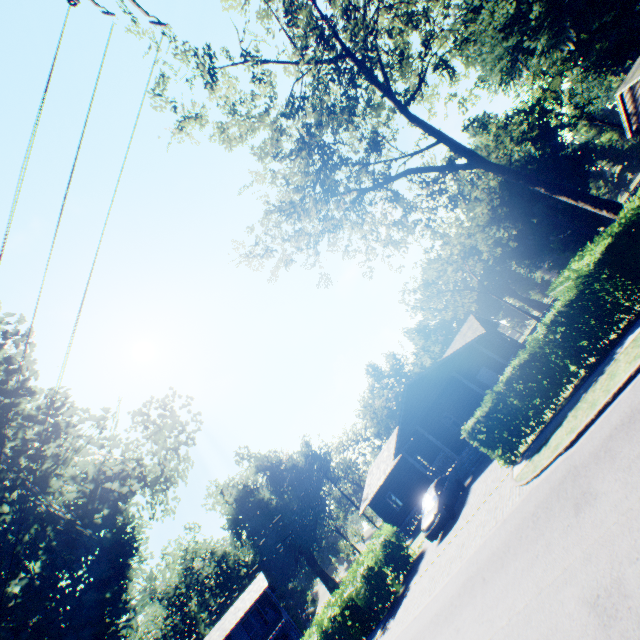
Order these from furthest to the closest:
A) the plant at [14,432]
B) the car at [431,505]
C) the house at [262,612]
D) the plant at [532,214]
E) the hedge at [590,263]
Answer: the plant at [532,214], the house at [262,612], the car at [431,505], the hedge at [590,263], the plant at [14,432]

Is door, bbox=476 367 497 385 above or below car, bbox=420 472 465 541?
above

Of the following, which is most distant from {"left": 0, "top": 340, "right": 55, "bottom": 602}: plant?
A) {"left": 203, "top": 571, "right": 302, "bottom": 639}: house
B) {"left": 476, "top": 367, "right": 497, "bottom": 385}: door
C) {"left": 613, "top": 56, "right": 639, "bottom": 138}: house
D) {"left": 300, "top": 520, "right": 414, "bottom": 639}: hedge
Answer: {"left": 203, "top": 571, "right": 302, "bottom": 639}: house

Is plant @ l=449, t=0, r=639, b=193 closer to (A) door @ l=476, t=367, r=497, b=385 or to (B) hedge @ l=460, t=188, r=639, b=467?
(B) hedge @ l=460, t=188, r=639, b=467

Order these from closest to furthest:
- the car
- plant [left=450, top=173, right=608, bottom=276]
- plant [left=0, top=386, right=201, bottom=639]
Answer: plant [left=0, top=386, right=201, bottom=639] → the car → plant [left=450, top=173, right=608, bottom=276]

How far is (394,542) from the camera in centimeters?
2053cm

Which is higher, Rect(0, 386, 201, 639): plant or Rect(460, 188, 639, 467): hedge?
Rect(0, 386, 201, 639): plant

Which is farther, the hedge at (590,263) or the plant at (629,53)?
the plant at (629,53)
